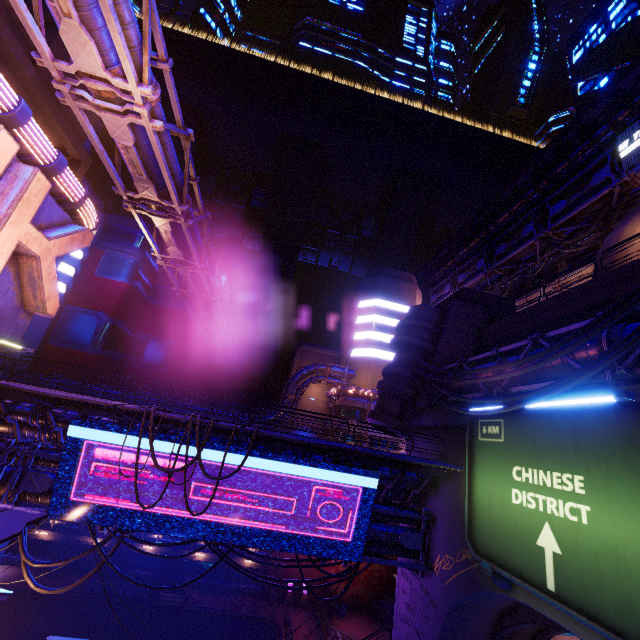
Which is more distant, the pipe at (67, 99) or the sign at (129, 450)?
the sign at (129, 450)

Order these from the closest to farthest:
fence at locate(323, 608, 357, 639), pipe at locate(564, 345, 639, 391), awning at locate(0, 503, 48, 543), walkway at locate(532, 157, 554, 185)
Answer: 1. awning at locate(0, 503, 48, 543)
2. pipe at locate(564, 345, 639, 391)
3. fence at locate(323, 608, 357, 639)
4. walkway at locate(532, 157, 554, 185)

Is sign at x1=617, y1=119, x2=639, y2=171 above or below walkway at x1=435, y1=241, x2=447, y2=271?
below

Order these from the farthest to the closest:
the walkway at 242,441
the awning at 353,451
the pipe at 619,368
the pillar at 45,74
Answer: the walkway at 242,441, the pillar at 45,74, the awning at 353,451, the pipe at 619,368

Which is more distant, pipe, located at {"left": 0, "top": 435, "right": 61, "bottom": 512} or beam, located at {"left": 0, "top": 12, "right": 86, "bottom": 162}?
pipe, located at {"left": 0, "top": 435, "right": 61, "bottom": 512}

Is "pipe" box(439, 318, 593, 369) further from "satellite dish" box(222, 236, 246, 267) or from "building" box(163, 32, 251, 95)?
"satellite dish" box(222, 236, 246, 267)

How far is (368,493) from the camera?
15.4 meters

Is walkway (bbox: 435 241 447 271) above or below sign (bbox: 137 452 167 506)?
above
